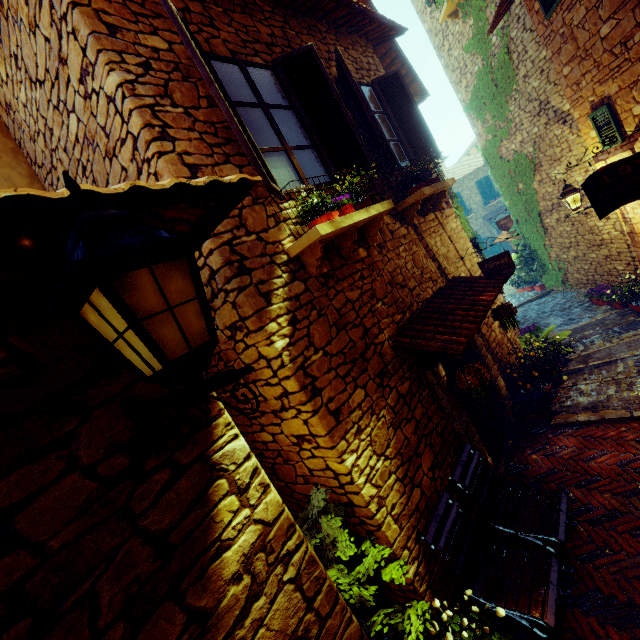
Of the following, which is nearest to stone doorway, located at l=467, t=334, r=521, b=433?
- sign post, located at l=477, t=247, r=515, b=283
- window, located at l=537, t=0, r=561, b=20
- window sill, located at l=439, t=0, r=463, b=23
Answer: sign post, located at l=477, t=247, r=515, b=283

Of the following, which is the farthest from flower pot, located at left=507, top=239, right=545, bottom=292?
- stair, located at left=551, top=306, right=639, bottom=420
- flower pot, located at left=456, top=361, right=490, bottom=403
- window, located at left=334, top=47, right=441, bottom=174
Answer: flower pot, located at left=456, top=361, right=490, bottom=403

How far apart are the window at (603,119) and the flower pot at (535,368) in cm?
397

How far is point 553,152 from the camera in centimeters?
826cm

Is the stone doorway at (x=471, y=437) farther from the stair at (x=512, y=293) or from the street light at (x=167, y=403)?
the stair at (x=512, y=293)

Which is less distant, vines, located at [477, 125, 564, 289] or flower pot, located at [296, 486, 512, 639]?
flower pot, located at [296, 486, 512, 639]

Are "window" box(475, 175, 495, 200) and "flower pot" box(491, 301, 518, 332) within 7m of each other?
no

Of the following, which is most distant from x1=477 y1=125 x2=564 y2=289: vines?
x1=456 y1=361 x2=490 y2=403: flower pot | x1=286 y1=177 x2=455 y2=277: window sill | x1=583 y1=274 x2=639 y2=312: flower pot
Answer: x1=456 y1=361 x2=490 y2=403: flower pot
